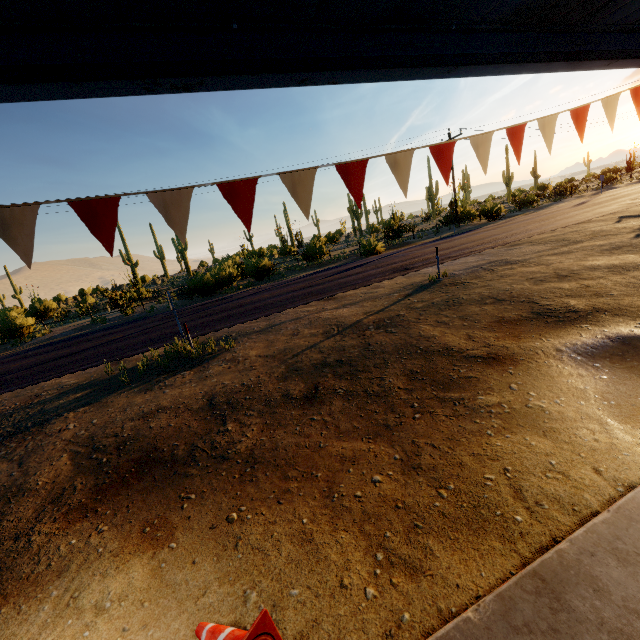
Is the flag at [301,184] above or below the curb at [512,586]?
above

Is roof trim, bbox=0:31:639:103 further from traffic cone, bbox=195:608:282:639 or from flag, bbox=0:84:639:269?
traffic cone, bbox=195:608:282:639

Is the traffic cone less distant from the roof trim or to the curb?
the curb

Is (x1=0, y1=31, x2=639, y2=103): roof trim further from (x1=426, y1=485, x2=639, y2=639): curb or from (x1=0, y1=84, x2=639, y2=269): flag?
(x1=426, y1=485, x2=639, y2=639): curb

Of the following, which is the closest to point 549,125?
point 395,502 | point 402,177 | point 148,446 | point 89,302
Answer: point 402,177

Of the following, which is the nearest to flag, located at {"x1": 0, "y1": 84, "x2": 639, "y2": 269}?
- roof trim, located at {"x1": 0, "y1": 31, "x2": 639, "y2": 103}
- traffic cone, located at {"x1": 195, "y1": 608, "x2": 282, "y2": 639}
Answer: roof trim, located at {"x1": 0, "y1": 31, "x2": 639, "y2": 103}

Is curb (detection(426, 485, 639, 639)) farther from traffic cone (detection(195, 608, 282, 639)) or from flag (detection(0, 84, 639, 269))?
flag (detection(0, 84, 639, 269))

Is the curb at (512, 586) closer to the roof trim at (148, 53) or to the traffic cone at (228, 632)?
the traffic cone at (228, 632)
